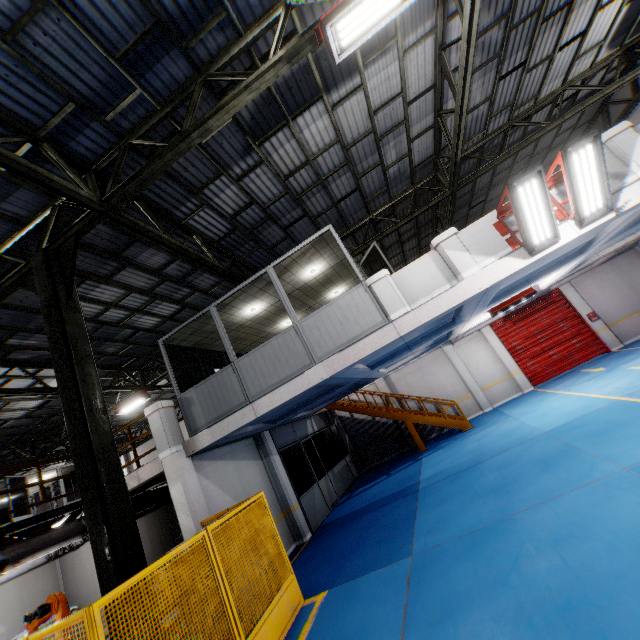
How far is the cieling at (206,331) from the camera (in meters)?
9.39

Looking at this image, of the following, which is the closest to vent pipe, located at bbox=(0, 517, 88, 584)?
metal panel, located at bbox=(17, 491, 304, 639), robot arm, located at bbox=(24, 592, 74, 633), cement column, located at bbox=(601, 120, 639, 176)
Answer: robot arm, located at bbox=(24, 592, 74, 633)

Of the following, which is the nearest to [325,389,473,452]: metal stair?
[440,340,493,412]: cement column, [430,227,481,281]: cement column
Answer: [440,340,493,412]: cement column

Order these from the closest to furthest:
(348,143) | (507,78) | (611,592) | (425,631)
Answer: (611,592), (425,631), (348,143), (507,78)

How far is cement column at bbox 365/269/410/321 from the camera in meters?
7.2

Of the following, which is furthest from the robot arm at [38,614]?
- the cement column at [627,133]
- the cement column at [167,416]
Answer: the cement column at [627,133]

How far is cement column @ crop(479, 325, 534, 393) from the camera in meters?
16.2 m

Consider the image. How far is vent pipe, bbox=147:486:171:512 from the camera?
10.5 meters
